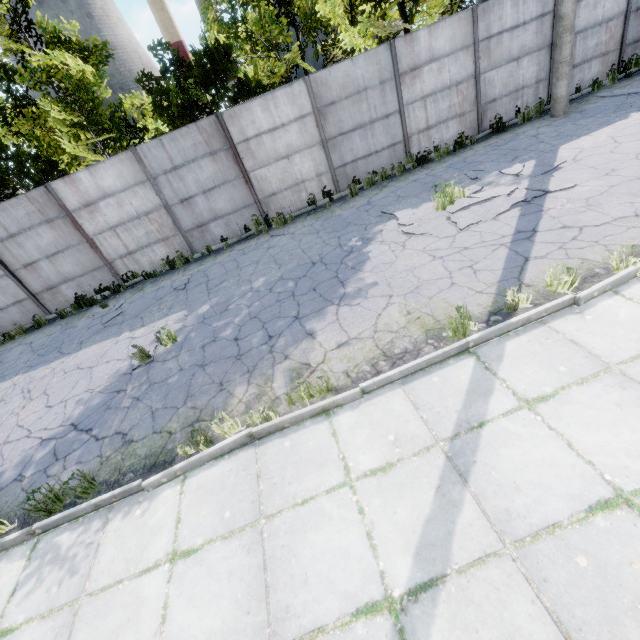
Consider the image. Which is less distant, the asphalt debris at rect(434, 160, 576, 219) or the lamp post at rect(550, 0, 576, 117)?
the asphalt debris at rect(434, 160, 576, 219)

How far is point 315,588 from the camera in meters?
2.7

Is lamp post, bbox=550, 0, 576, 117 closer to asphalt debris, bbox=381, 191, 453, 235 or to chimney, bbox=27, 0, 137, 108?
asphalt debris, bbox=381, 191, 453, 235

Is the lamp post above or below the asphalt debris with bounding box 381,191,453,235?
above

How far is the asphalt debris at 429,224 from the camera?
7.18m

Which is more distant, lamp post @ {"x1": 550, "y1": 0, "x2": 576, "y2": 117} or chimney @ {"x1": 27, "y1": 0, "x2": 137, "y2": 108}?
chimney @ {"x1": 27, "y1": 0, "x2": 137, "y2": 108}
